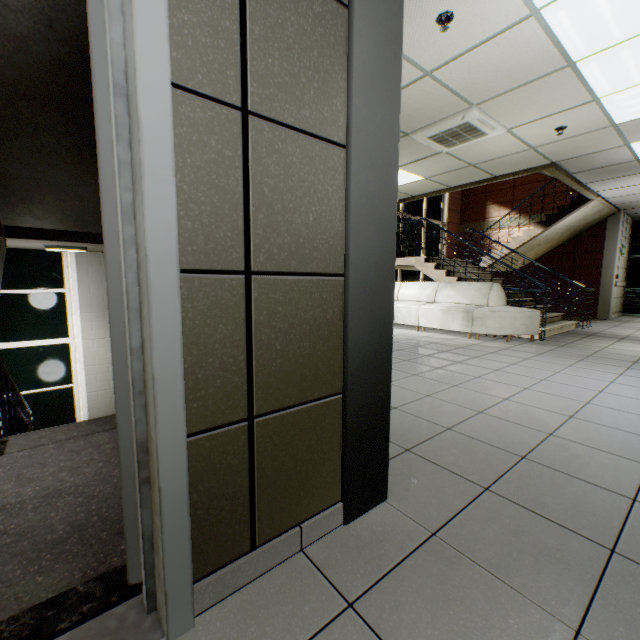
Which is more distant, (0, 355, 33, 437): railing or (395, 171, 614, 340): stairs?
(395, 171, 614, 340): stairs

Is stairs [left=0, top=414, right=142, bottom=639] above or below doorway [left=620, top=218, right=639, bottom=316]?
below

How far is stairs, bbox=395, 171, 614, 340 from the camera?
6.8 meters

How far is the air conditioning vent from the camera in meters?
4.2

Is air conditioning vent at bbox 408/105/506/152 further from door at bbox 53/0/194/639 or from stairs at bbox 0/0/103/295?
door at bbox 53/0/194/639

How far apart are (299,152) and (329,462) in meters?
1.2 m

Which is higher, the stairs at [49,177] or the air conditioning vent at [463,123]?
the air conditioning vent at [463,123]

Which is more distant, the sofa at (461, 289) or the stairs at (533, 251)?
the stairs at (533, 251)
